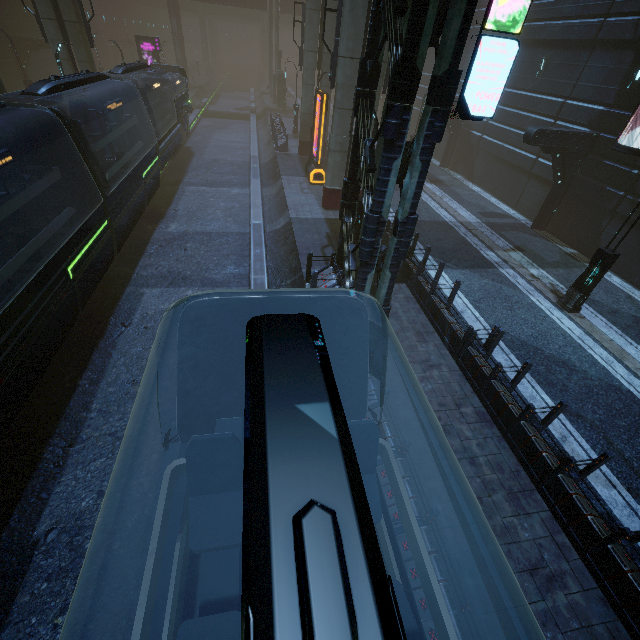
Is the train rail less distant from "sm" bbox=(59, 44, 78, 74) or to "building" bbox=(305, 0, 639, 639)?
"building" bbox=(305, 0, 639, 639)

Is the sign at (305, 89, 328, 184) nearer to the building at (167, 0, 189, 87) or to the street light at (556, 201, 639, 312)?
the building at (167, 0, 189, 87)

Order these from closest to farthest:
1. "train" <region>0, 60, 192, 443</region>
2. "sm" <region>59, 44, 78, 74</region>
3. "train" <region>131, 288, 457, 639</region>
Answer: "train" <region>131, 288, 457, 639</region>
"train" <region>0, 60, 192, 443</region>
"sm" <region>59, 44, 78, 74</region>

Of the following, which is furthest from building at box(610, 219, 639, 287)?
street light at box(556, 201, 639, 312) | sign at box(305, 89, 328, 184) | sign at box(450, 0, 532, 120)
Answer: street light at box(556, 201, 639, 312)

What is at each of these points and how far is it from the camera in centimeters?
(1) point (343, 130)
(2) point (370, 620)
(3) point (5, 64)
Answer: (1) sm, 1529cm
(2) train, 113cm
(3) building, 3036cm

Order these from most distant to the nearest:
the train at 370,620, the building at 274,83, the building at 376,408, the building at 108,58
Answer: the building at 108,58, the building at 274,83, the building at 376,408, the train at 370,620

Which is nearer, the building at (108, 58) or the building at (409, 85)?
the building at (409, 85)

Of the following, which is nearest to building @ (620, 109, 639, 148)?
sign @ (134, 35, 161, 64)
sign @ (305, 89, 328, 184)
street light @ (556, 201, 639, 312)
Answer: sign @ (134, 35, 161, 64)
